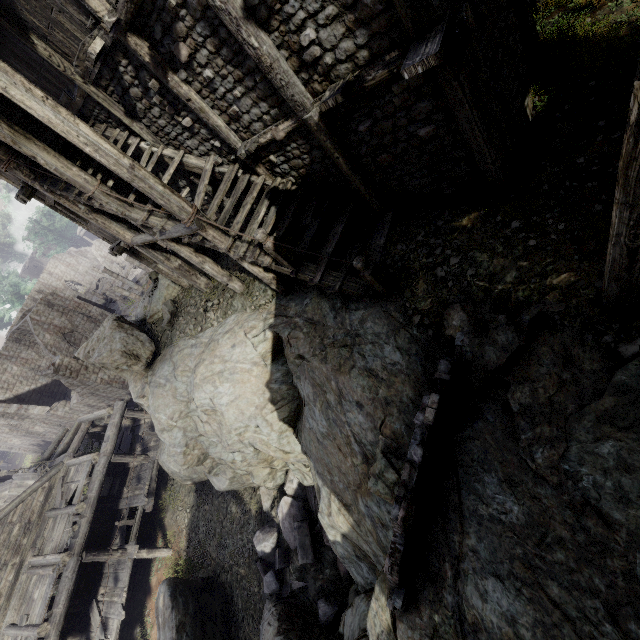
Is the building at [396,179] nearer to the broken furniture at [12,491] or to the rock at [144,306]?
the rock at [144,306]

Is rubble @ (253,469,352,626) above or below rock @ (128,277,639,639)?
below

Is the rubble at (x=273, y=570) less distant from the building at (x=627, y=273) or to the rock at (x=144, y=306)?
the rock at (x=144, y=306)

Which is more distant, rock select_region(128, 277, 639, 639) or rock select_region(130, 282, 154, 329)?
rock select_region(130, 282, 154, 329)

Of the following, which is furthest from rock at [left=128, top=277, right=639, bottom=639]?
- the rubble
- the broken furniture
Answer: the broken furniture

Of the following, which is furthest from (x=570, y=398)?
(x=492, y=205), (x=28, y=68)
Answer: (x=28, y=68)

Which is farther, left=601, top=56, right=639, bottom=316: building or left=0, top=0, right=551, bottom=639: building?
left=0, top=0, right=551, bottom=639: building

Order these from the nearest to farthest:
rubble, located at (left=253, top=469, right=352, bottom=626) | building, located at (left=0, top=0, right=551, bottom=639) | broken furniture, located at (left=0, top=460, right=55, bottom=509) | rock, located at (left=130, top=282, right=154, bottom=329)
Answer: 1. building, located at (left=0, top=0, right=551, bottom=639)
2. rubble, located at (left=253, top=469, right=352, bottom=626)
3. rock, located at (left=130, top=282, right=154, bottom=329)
4. broken furniture, located at (left=0, top=460, right=55, bottom=509)
